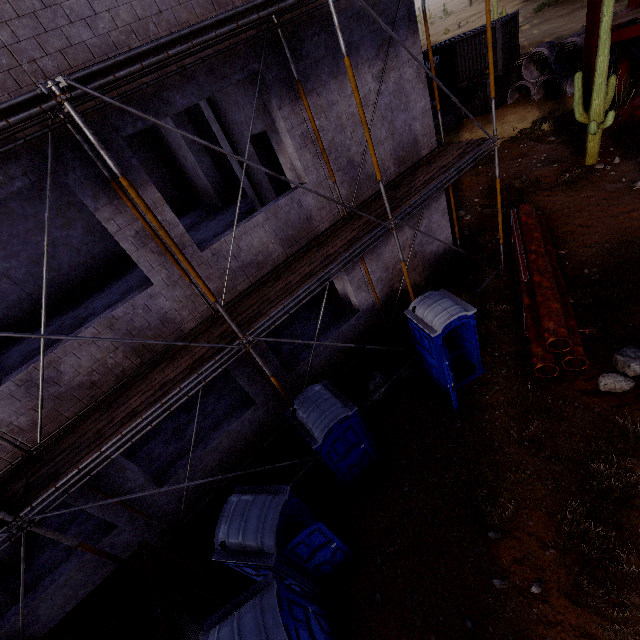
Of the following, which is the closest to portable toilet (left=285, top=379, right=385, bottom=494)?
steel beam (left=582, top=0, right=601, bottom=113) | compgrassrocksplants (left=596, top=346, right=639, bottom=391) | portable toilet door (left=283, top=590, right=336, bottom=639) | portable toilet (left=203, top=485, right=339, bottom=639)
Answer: portable toilet (left=203, top=485, right=339, bottom=639)

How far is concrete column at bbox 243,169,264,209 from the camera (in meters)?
10.36

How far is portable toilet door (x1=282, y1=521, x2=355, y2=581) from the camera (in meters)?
5.20

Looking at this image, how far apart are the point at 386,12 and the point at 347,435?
9.4m

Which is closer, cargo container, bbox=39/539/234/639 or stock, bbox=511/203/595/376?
cargo container, bbox=39/539/234/639

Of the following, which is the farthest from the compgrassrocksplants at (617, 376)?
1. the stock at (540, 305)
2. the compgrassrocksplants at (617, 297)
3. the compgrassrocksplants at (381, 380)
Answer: the compgrassrocksplants at (381, 380)

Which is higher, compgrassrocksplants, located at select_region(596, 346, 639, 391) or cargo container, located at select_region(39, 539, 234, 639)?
cargo container, located at select_region(39, 539, 234, 639)

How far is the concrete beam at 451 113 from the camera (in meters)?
22.50
